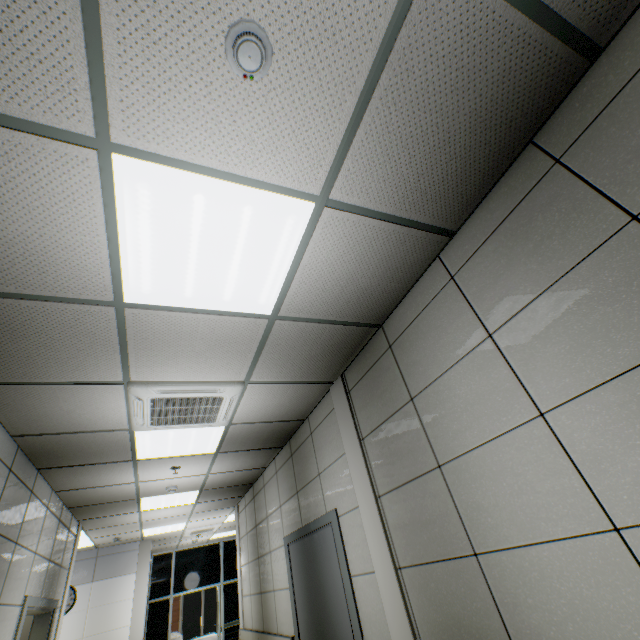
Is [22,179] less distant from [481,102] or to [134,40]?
[134,40]

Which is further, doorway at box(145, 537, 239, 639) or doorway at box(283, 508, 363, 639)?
doorway at box(145, 537, 239, 639)

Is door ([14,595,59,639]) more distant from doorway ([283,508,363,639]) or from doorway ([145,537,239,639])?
doorway ([145,537,239,639])

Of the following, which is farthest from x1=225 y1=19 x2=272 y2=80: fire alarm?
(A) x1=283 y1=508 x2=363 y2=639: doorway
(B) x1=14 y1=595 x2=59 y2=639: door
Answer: (B) x1=14 y1=595 x2=59 y2=639: door

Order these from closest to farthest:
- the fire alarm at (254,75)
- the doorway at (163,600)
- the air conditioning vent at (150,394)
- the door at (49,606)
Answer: the fire alarm at (254,75) → the air conditioning vent at (150,394) → the door at (49,606) → the doorway at (163,600)

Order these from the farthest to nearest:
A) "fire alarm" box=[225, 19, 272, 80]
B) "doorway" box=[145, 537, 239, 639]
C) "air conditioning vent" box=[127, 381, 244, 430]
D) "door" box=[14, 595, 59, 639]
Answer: "doorway" box=[145, 537, 239, 639]
"door" box=[14, 595, 59, 639]
"air conditioning vent" box=[127, 381, 244, 430]
"fire alarm" box=[225, 19, 272, 80]

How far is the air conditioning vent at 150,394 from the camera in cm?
282

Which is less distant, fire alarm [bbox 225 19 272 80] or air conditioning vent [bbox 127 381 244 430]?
fire alarm [bbox 225 19 272 80]
